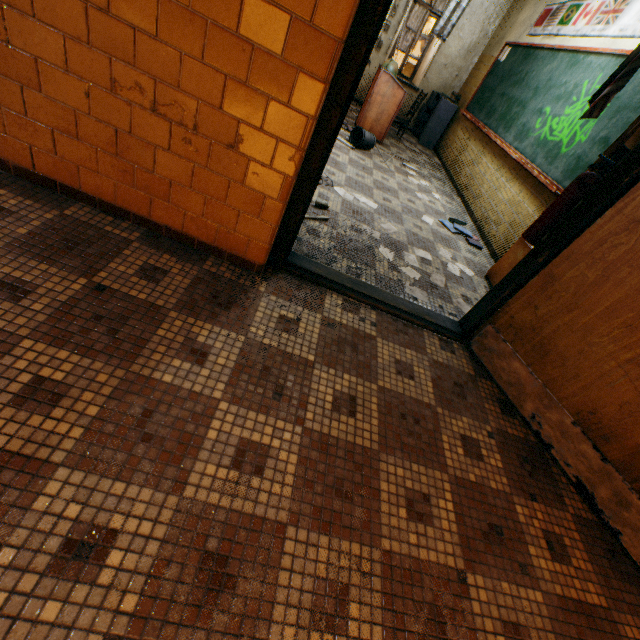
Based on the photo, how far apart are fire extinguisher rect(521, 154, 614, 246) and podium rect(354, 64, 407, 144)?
4.47m

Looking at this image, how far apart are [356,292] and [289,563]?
1.7m

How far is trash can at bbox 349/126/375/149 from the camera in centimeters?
511cm

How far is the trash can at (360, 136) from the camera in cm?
511

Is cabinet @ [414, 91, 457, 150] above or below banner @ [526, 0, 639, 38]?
below

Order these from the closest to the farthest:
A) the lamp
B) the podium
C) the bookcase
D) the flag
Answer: the flag, the bookcase, the lamp, the podium

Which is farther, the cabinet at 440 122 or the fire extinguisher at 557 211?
the cabinet at 440 122

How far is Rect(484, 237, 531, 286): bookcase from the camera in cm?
319
